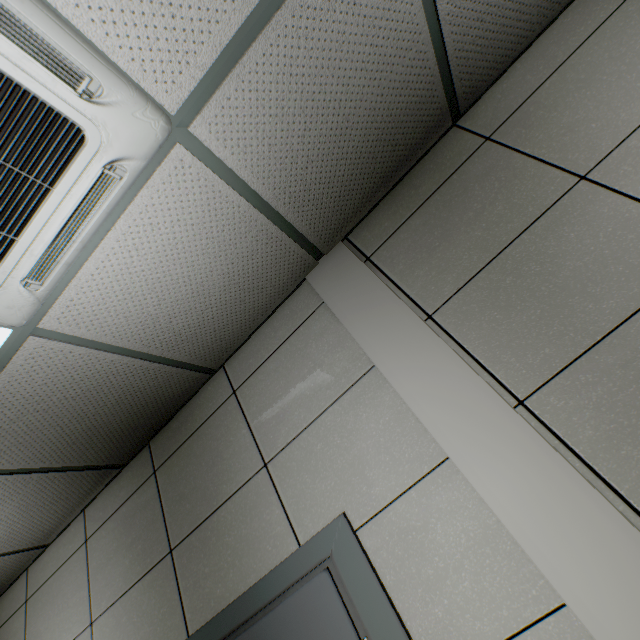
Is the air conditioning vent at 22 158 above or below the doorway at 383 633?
above

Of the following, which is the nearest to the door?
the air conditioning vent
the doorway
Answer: the doorway

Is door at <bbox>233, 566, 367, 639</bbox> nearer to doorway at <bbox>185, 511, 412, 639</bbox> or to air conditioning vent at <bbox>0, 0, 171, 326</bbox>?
doorway at <bbox>185, 511, 412, 639</bbox>

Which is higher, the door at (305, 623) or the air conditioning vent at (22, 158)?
the air conditioning vent at (22, 158)

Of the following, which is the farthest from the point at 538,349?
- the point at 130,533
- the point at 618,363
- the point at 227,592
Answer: the point at 130,533

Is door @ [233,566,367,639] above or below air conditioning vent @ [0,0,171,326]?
below

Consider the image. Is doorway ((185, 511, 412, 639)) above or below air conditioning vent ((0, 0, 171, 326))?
below
